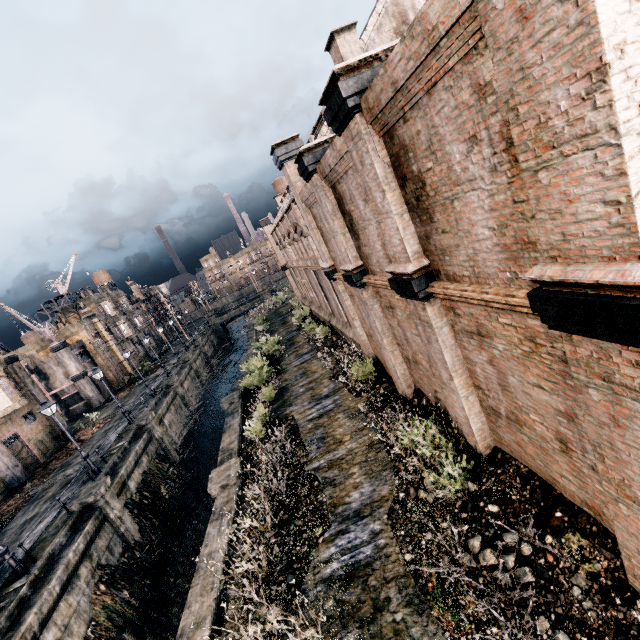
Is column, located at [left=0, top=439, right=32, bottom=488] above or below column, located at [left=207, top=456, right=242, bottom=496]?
above

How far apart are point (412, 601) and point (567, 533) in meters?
3.7 m

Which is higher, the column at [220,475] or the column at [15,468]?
the column at [15,468]

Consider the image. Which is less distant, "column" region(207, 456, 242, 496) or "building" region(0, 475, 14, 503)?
"column" region(207, 456, 242, 496)

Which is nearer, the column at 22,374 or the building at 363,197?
the building at 363,197

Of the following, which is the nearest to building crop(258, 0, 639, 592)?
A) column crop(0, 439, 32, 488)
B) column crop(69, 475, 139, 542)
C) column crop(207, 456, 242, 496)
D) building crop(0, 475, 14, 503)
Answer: column crop(207, 456, 242, 496)

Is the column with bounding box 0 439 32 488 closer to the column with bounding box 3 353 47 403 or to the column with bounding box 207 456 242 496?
the column with bounding box 3 353 47 403

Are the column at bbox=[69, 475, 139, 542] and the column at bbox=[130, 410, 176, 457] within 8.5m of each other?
yes
